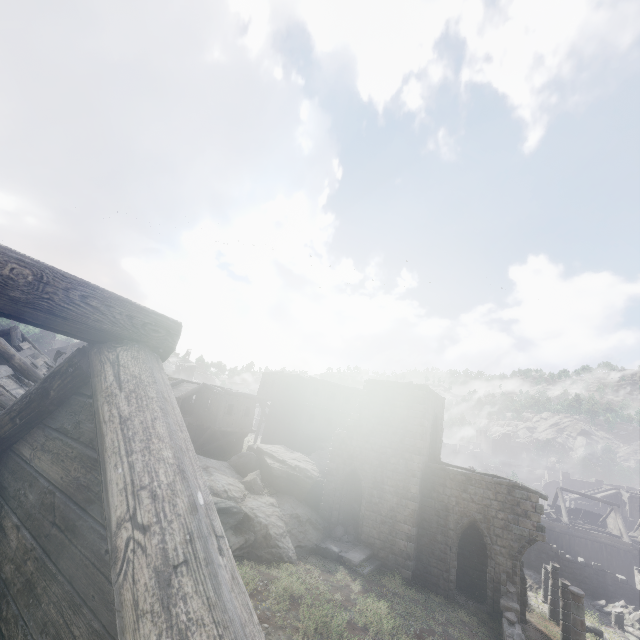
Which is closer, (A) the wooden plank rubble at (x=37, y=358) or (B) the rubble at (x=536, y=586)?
(A) the wooden plank rubble at (x=37, y=358)

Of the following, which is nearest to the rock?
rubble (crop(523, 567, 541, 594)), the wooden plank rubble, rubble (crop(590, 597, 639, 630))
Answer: the wooden plank rubble

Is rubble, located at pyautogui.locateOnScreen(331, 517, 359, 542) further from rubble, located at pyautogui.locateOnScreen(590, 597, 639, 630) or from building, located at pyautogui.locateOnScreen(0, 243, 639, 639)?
rubble, located at pyautogui.locateOnScreen(590, 597, 639, 630)

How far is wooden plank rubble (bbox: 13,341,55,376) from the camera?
17.47m

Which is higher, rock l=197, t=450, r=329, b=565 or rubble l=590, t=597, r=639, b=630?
rock l=197, t=450, r=329, b=565

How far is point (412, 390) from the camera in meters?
20.3 m

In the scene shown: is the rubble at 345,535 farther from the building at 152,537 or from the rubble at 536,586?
the rubble at 536,586

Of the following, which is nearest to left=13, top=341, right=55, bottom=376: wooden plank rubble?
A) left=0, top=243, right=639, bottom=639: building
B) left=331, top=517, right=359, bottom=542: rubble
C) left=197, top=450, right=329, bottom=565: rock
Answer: left=0, top=243, right=639, bottom=639: building
